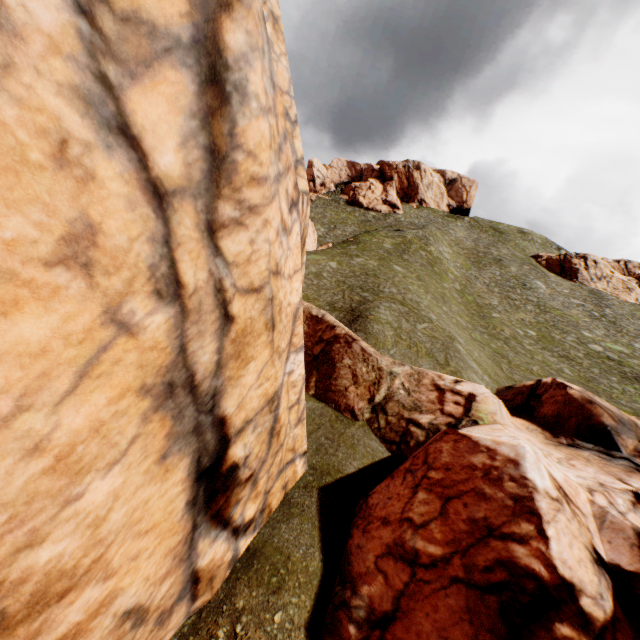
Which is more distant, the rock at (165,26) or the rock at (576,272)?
the rock at (576,272)

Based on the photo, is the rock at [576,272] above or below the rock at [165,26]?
above

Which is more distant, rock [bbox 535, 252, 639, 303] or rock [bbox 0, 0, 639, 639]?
rock [bbox 535, 252, 639, 303]

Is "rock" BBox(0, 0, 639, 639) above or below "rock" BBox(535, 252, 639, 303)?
below

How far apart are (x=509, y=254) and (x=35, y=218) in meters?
68.5
